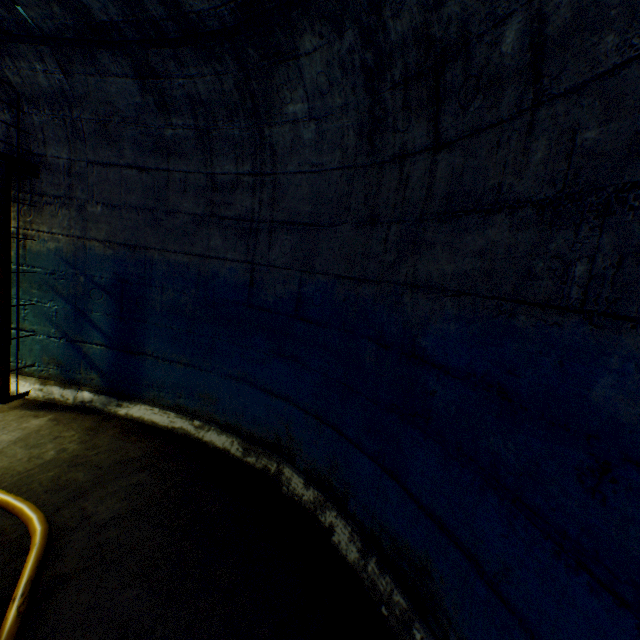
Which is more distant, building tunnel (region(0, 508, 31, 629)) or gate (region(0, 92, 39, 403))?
gate (region(0, 92, 39, 403))

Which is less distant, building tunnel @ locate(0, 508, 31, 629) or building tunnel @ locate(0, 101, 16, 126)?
building tunnel @ locate(0, 508, 31, 629)

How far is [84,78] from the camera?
2.5m

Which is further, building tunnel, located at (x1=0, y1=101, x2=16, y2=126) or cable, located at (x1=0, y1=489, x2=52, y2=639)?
building tunnel, located at (x1=0, y1=101, x2=16, y2=126)

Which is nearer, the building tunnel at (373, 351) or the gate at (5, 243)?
the building tunnel at (373, 351)

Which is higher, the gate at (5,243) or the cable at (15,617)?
the gate at (5,243)

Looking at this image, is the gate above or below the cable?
above
